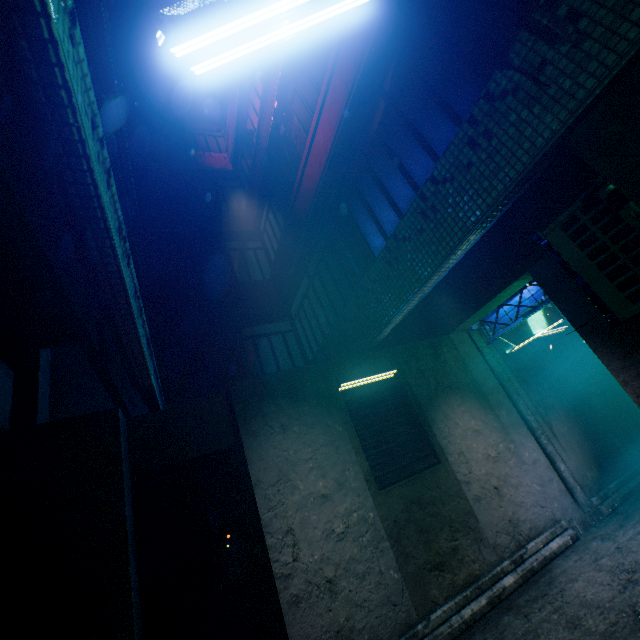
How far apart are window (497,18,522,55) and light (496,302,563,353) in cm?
215

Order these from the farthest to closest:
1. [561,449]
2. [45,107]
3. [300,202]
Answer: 1. [300,202]
2. [561,449]
3. [45,107]

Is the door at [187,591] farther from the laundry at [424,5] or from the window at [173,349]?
the laundry at [424,5]

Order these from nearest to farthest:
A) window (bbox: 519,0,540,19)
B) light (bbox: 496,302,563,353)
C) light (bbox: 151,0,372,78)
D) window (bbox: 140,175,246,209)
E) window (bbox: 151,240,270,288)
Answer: light (bbox: 151,0,372,78) < window (bbox: 519,0,540,19) < light (bbox: 496,302,563,353) < window (bbox: 151,240,270,288) < window (bbox: 140,175,246,209)

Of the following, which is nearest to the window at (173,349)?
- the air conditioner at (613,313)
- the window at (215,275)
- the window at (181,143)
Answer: the window at (215,275)

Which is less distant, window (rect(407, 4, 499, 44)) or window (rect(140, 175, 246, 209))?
window (rect(407, 4, 499, 44))

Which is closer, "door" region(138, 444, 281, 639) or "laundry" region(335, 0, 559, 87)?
"laundry" region(335, 0, 559, 87)

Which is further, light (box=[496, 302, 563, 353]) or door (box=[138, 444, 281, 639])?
light (box=[496, 302, 563, 353])
